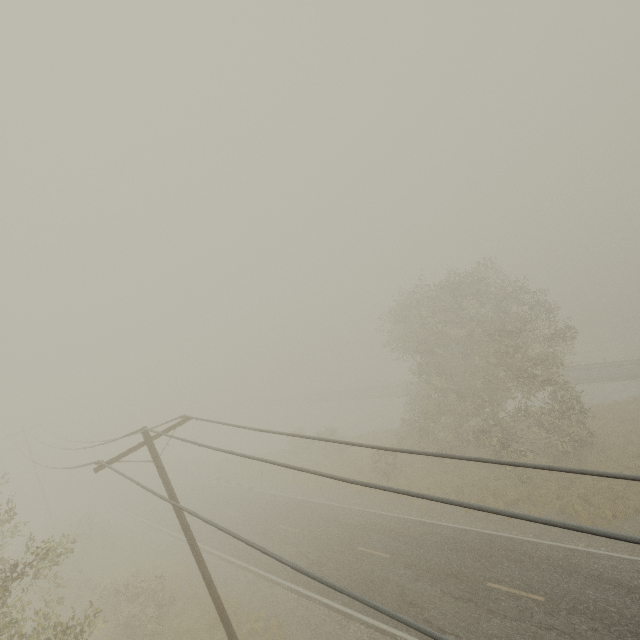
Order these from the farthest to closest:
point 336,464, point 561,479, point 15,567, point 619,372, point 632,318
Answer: point 632,318, point 619,372, point 336,464, point 561,479, point 15,567
